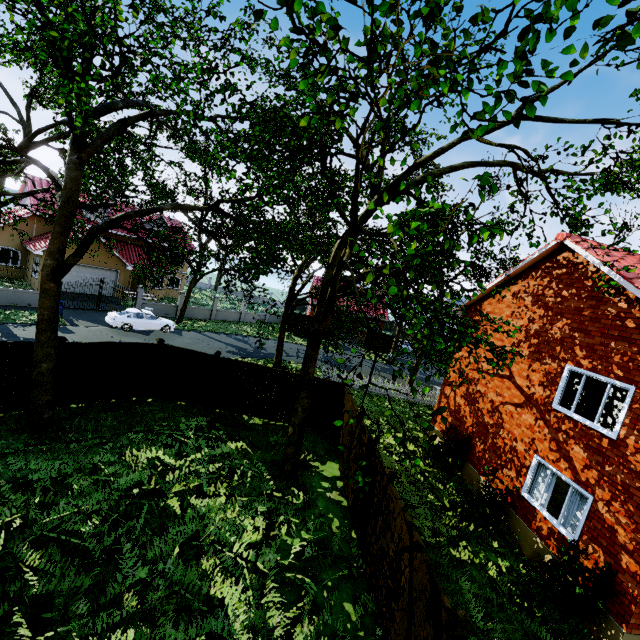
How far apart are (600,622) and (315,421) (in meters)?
9.98

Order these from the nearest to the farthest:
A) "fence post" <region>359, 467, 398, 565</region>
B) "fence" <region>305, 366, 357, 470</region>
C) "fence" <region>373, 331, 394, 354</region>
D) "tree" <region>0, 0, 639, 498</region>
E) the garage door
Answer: "tree" <region>0, 0, 639, 498</region>, "fence post" <region>359, 467, 398, 565</region>, "fence" <region>305, 366, 357, 470</region>, the garage door, "fence" <region>373, 331, 394, 354</region>

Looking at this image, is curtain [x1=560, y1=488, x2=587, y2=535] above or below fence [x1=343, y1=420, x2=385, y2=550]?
above

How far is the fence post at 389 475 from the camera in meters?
7.6

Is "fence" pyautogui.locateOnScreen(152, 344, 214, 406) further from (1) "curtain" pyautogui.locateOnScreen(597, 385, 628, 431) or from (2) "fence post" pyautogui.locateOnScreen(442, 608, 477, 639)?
(1) "curtain" pyautogui.locateOnScreen(597, 385, 628, 431)

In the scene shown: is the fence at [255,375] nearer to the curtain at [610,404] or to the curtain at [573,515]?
the curtain at [573,515]

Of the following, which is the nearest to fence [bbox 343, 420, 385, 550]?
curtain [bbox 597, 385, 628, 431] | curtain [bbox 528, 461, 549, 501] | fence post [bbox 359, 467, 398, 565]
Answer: fence post [bbox 359, 467, 398, 565]

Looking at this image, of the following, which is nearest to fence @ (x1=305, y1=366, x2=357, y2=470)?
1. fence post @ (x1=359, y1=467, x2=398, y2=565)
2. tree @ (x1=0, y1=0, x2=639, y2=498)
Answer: fence post @ (x1=359, y1=467, x2=398, y2=565)
